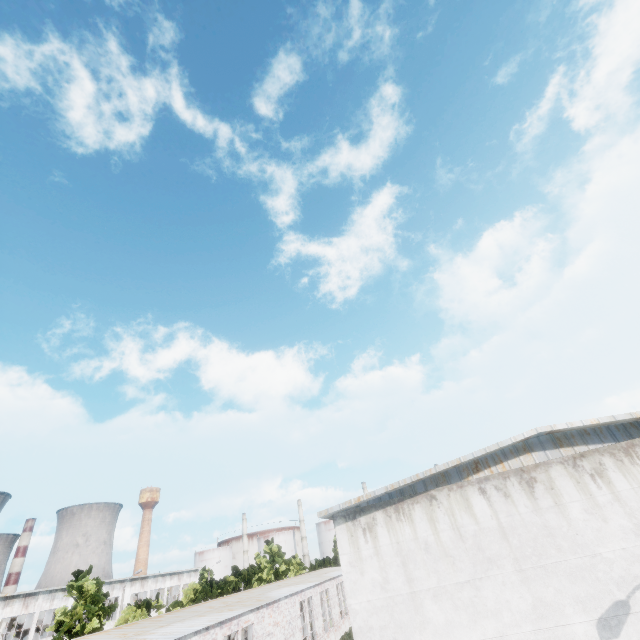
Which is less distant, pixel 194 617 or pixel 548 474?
pixel 548 474
